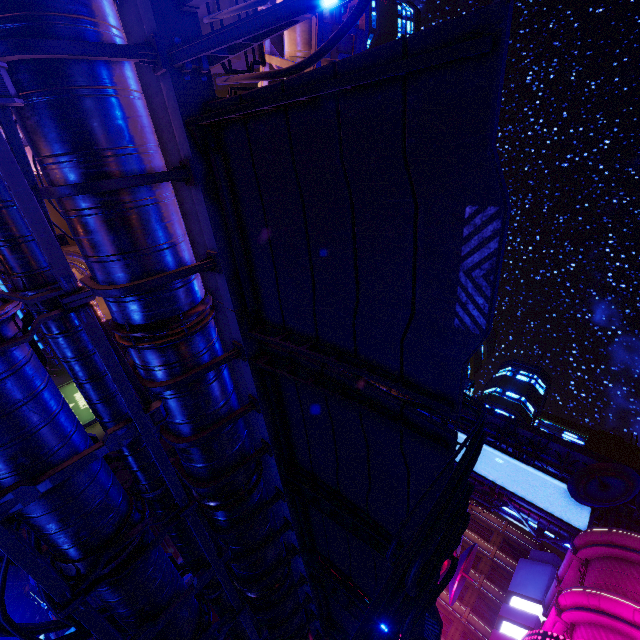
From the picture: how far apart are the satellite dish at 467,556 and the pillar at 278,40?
35.2m

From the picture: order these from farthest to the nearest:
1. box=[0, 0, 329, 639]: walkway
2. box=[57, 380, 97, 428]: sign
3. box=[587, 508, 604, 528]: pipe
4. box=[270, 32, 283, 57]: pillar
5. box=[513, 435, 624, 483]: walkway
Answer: box=[513, 435, 624, 483]: walkway < box=[587, 508, 604, 528]: pipe < box=[57, 380, 97, 428]: sign < box=[270, 32, 283, 57]: pillar < box=[0, 0, 329, 639]: walkway

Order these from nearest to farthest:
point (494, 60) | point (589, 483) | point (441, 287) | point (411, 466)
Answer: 1. point (494, 60)
2. point (441, 287)
3. point (411, 466)
4. point (589, 483)

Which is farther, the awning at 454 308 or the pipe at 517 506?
the pipe at 517 506

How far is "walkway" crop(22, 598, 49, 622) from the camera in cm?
1077

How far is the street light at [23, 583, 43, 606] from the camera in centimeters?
823cm

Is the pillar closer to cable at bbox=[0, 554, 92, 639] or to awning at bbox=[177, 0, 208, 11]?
awning at bbox=[177, 0, 208, 11]

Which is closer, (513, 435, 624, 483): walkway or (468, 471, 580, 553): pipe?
(468, 471, 580, 553): pipe
